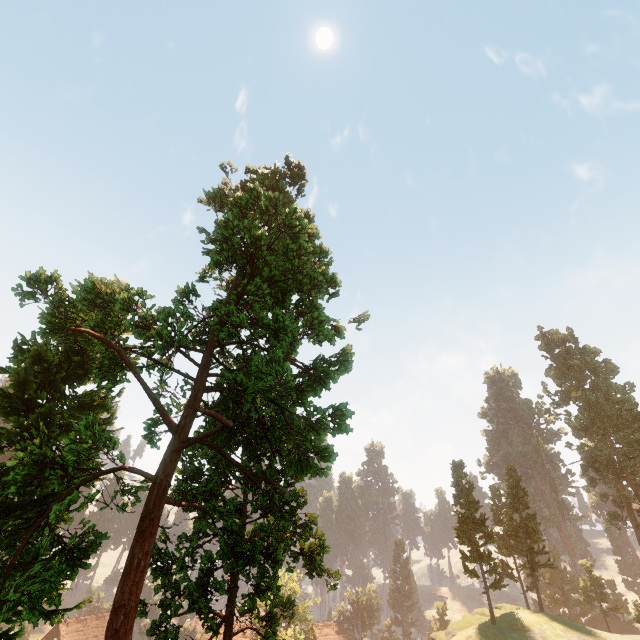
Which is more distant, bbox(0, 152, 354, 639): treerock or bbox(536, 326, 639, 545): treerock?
bbox(536, 326, 639, 545): treerock

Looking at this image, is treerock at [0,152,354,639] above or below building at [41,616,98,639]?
above

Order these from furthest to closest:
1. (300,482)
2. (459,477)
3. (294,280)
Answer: (459,477) < (300,482) < (294,280)

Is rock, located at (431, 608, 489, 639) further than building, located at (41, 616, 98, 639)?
No

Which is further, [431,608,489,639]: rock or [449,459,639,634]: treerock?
[449,459,639,634]: treerock

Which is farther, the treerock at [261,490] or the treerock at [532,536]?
the treerock at [532,536]

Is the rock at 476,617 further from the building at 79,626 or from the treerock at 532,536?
the building at 79,626
